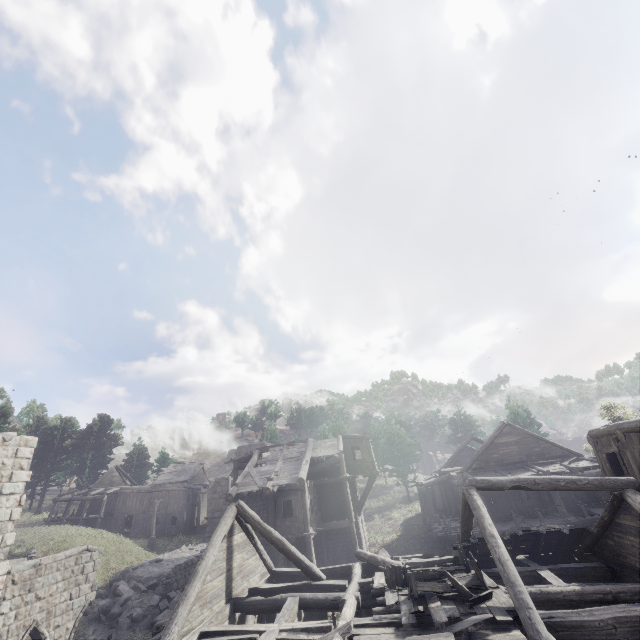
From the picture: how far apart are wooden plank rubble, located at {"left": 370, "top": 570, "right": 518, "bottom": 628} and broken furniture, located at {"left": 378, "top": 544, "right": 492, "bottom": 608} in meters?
0.0 m

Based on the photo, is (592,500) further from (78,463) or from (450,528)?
(78,463)

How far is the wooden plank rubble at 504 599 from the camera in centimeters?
846cm

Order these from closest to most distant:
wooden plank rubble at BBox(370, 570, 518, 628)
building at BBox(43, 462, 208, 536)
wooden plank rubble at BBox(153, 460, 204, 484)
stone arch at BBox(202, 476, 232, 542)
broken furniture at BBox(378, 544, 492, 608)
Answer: wooden plank rubble at BBox(370, 570, 518, 628) < broken furniture at BBox(378, 544, 492, 608) < stone arch at BBox(202, 476, 232, 542) < building at BBox(43, 462, 208, 536) < wooden plank rubble at BBox(153, 460, 204, 484)

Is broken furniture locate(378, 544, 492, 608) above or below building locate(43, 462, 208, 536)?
below

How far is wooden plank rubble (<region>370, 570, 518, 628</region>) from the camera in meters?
8.5 m

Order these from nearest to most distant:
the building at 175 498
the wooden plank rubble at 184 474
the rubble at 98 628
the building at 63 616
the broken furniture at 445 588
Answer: the broken furniture at 445 588
the building at 63 616
the rubble at 98 628
the building at 175 498
the wooden plank rubble at 184 474

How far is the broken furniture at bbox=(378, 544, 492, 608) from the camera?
9.4m
